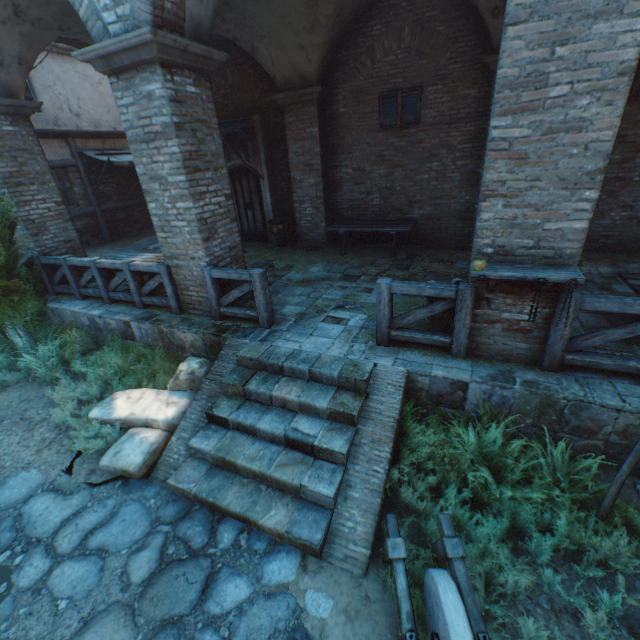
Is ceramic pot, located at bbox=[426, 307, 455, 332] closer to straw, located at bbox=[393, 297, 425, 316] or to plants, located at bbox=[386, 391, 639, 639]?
plants, located at bbox=[386, 391, 639, 639]

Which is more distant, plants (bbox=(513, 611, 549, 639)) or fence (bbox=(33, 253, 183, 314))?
fence (bbox=(33, 253, 183, 314))

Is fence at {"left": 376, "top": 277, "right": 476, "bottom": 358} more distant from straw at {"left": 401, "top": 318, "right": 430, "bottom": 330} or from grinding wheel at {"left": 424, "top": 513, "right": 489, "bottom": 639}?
straw at {"left": 401, "top": 318, "right": 430, "bottom": 330}

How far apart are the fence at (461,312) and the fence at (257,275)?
1.8m

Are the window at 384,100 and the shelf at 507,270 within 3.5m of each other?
no

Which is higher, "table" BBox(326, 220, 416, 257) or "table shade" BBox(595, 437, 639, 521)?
"table" BBox(326, 220, 416, 257)

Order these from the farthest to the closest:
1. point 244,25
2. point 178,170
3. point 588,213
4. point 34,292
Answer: point 244,25, point 34,292, point 178,170, point 588,213

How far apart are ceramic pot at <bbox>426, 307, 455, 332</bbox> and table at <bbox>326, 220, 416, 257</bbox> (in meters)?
3.74
